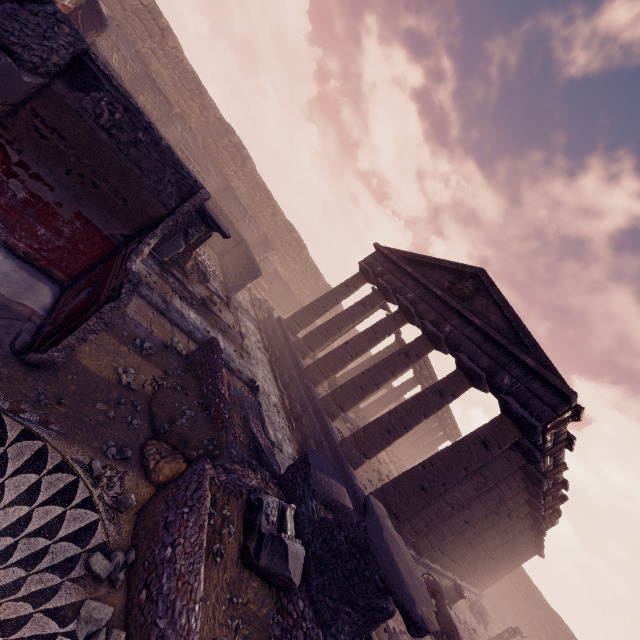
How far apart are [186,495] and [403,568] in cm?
336

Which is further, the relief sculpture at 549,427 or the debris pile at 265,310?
the debris pile at 265,310

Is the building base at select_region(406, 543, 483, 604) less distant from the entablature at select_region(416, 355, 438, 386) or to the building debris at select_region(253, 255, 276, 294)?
the entablature at select_region(416, 355, 438, 386)

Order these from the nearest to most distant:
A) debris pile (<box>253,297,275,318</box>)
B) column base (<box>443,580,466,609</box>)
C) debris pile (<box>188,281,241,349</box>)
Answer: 1. debris pile (<box>188,281,241,349</box>)
2. column base (<box>443,580,466,609</box>)
3. debris pile (<box>253,297,275,318</box>)

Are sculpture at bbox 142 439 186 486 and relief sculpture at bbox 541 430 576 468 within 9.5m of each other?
no

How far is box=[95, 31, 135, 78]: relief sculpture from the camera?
16.3m

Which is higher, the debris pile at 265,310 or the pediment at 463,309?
the pediment at 463,309

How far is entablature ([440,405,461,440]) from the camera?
28.1 meters
